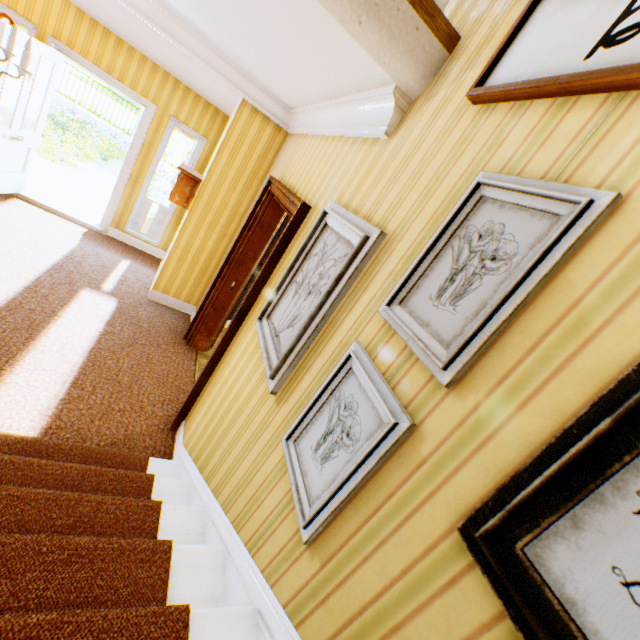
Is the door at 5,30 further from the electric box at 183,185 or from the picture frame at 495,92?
the picture frame at 495,92

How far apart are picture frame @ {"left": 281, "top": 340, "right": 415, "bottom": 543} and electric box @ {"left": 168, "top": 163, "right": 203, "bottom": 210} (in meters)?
4.05

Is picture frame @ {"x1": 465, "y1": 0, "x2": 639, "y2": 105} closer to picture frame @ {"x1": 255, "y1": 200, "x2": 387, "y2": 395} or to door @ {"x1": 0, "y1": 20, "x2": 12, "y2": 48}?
picture frame @ {"x1": 255, "y1": 200, "x2": 387, "y2": 395}

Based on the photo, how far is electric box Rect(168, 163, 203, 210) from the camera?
4.3m

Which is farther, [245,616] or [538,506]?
[245,616]

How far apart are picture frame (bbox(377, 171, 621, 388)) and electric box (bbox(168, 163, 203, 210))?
4.07m

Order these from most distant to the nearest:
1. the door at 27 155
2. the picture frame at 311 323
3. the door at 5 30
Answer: the door at 27 155 → the door at 5 30 → the picture frame at 311 323

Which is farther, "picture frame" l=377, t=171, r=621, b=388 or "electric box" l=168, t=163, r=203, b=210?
"electric box" l=168, t=163, r=203, b=210
